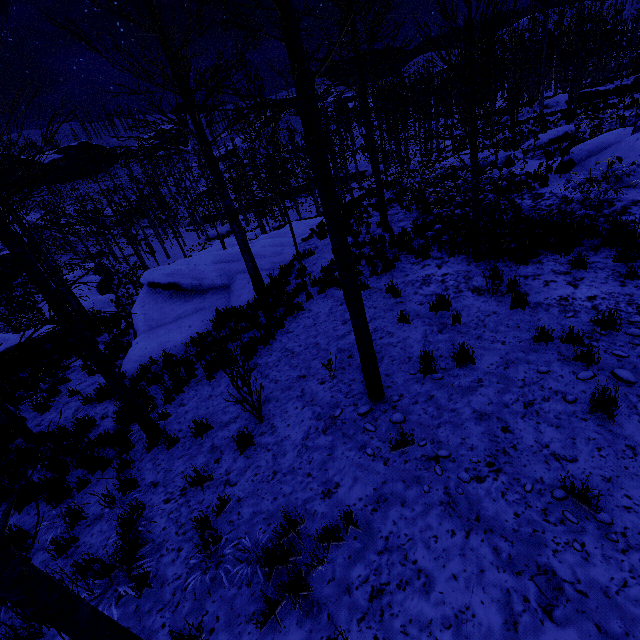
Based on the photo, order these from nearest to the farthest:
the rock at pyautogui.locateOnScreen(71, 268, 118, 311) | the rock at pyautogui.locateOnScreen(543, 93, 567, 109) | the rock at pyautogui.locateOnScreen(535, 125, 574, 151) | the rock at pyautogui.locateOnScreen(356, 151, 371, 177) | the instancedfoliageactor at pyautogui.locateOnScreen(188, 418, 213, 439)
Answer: the instancedfoliageactor at pyautogui.locateOnScreen(188, 418, 213, 439), the rock at pyautogui.locateOnScreen(535, 125, 574, 151), the rock at pyautogui.locateOnScreen(71, 268, 118, 311), the rock at pyautogui.locateOnScreen(543, 93, 567, 109), the rock at pyautogui.locateOnScreen(356, 151, 371, 177)

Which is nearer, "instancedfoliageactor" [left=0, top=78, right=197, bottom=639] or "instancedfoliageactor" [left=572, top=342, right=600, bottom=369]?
"instancedfoliageactor" [left=0, top=78, right=197, bottom=639]

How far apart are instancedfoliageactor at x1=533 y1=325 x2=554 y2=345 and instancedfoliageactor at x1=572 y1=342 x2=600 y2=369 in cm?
46

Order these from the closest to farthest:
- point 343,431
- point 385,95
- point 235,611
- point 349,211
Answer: point 235,611, point 343,431, point 349,211, point 385,95

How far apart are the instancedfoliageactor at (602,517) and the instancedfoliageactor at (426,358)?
2.1 meters

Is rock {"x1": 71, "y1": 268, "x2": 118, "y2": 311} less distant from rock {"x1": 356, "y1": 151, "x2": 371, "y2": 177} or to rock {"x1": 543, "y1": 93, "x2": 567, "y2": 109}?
rock {"x1": 356, "y1": 151, "x2": 371, "y2": 177}

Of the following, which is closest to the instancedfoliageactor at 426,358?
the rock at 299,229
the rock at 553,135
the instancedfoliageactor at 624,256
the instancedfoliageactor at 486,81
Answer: the instancedfoliageactor at 486,81

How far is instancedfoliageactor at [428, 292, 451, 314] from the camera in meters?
6.6 m
